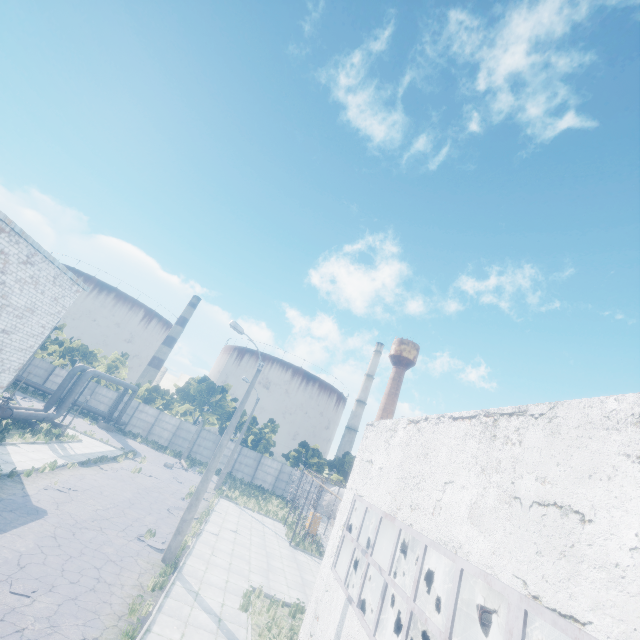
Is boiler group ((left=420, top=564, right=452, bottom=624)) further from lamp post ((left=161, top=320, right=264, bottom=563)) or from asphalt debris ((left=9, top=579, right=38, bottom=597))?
asphalt debris ((left=9, top=579, right=38, bottom=597))

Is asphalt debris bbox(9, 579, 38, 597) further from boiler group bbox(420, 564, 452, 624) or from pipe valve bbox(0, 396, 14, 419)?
pipe valve bbox(0, 396, 14, 419)

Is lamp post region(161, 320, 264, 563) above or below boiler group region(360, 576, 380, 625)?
below

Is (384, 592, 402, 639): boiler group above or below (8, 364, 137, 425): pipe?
above

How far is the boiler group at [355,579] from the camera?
10.64m

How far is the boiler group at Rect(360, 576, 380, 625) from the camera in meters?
10.5 m

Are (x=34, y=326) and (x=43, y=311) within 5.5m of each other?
yes
